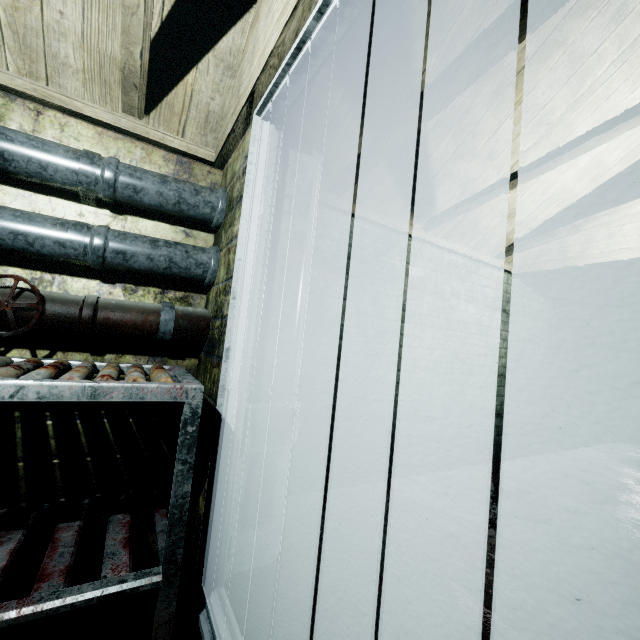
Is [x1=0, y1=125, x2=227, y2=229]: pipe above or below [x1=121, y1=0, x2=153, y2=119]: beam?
below

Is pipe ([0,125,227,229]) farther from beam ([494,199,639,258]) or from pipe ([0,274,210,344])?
beam ([494,199,639,258])

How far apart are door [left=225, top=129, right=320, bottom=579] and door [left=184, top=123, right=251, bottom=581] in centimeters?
8cm

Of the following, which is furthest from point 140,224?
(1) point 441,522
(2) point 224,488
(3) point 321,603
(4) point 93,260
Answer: (1) point 441,522

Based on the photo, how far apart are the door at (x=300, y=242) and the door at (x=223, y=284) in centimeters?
8cm

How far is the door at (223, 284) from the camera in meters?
1.4 m

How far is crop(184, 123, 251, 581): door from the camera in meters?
1.4 m

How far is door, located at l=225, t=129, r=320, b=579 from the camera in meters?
1.4 m
